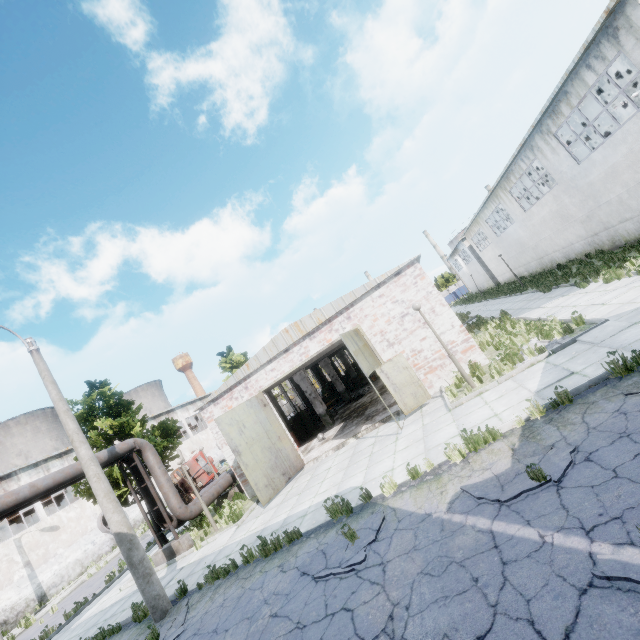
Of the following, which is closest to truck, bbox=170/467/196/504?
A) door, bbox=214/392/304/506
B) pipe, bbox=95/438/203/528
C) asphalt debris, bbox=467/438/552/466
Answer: pipe, bbox=95/438/203/528

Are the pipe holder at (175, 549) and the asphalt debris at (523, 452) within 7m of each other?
no

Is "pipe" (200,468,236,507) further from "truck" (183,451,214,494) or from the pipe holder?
"truck" (183,451,214,494)

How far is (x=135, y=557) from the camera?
8.84m

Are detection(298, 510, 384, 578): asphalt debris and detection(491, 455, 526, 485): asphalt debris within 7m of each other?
yes

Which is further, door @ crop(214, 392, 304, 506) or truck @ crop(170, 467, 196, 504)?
truck @ crop(170, 467, 196, 504)

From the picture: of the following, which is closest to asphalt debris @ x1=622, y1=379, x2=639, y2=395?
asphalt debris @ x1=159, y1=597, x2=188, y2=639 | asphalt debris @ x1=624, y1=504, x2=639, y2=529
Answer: asphalt debris @ x1=624, y1=504, x2=639, y2=529

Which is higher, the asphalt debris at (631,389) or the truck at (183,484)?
the truck at (183,484)
